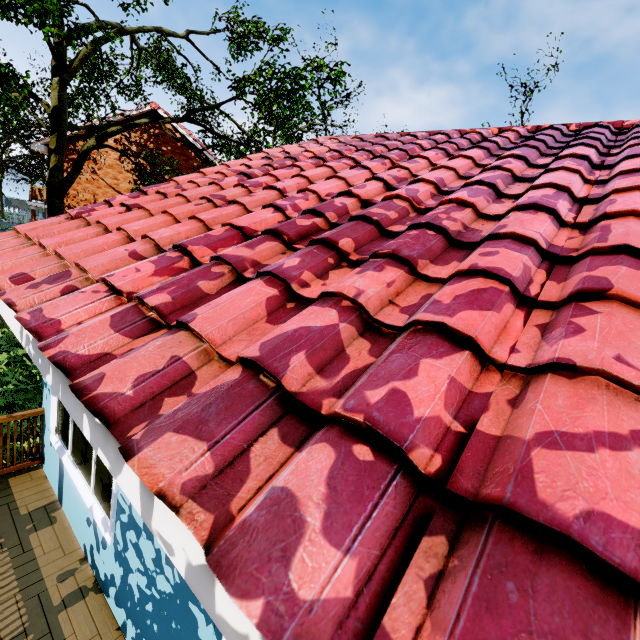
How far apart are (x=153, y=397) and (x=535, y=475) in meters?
1.3

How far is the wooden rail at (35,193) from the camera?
19.50m

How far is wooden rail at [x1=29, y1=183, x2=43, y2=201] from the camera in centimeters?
1950cm

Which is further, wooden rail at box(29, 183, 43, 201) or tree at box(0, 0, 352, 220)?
wooden rail at box(29, 183, 43, 201)

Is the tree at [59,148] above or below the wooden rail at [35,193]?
above

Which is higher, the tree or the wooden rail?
the tree
